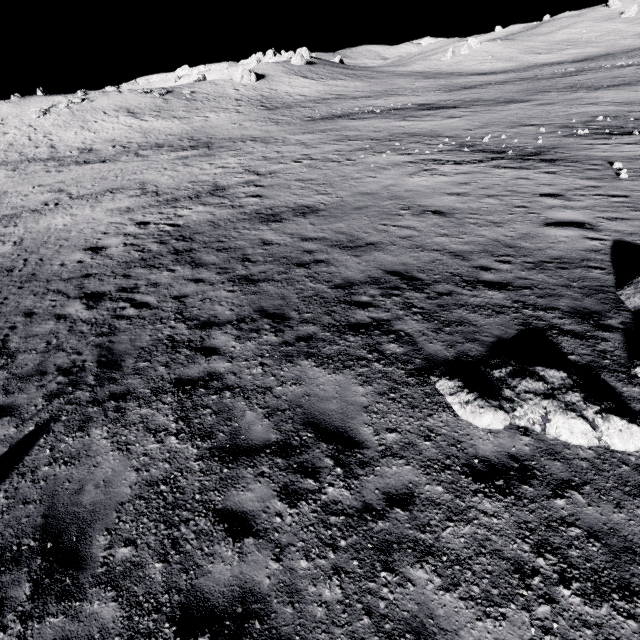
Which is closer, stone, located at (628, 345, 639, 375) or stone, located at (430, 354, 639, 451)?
stone, located at (430, 354, 639, 451)

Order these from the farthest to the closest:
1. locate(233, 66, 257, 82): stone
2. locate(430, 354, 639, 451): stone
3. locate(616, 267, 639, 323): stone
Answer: locate(233, 66, 257, 82): stone
locate(616, 267, 639, 323): stone
locate(430, 354, 639, 451): stone

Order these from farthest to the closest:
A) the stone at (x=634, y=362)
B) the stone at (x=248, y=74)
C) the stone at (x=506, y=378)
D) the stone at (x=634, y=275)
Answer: the stone at (x=248, y=74) < the stone at (x=634, y=275) < the stone at (x=634, y=362) < the stone at (x=506, y=378)

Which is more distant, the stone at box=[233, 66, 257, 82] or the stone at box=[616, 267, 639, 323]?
the stone at box=[233, 66, 257, 82]

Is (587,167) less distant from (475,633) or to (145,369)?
(475,633)

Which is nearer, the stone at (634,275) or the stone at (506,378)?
the stone at (506,378)

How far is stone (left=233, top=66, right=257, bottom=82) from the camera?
57.38m
